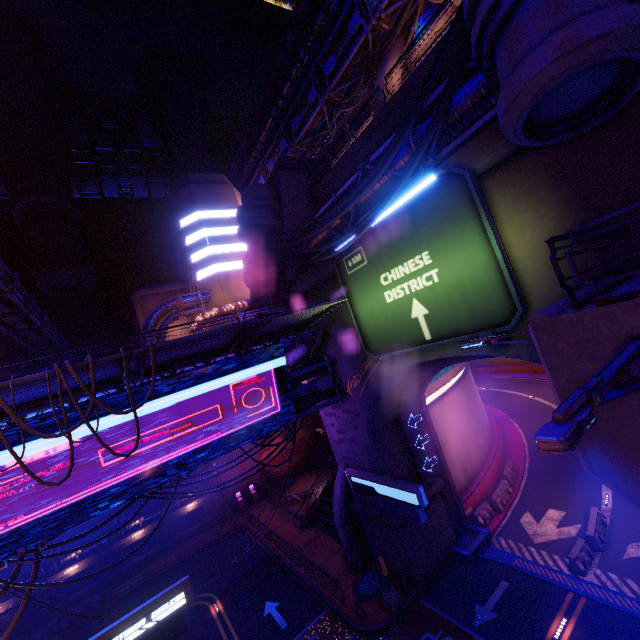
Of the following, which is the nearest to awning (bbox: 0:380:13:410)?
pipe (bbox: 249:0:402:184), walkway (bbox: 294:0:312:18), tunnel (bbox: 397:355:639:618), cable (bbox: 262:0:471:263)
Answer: cable (bbox: 262:0:471:263)

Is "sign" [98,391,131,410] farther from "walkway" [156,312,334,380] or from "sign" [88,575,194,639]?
"sign" [88,575,194,639]

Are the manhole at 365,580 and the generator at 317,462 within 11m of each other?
no

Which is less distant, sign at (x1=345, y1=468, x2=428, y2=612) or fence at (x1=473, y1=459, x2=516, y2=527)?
sign at (x1=345, y1=468, x2=428, y2=612)

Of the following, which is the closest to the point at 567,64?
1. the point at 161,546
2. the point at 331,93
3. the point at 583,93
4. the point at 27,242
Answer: the point at 583,93

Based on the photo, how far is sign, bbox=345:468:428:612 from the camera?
13.48m

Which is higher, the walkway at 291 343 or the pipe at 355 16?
the pipe at 355 16

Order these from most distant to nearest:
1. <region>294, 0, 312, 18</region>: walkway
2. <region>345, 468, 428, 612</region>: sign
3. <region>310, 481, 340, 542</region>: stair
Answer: <region>294, 0, 312, 18</region>: walkway, <region>310, 481, 340, 542</region>: stair, <region>345, 468, 428, 612</region>: sign
